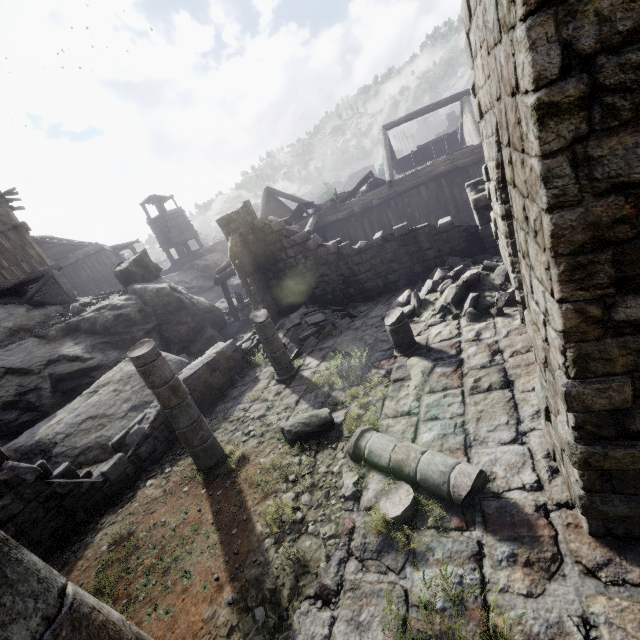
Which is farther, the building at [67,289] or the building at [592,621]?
the building at [67,289]

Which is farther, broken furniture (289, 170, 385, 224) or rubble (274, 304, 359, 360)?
broken furniture (289, 170, 385, 224)

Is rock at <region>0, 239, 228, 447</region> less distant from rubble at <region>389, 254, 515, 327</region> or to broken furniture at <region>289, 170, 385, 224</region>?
broken furniture at <region>289, 170, 385, 224</region>

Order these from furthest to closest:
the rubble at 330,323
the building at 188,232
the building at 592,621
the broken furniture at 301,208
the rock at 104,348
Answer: the building at 188,232 → the broken furniture at 301,208 → the rock at 104,348 → the rubble at 330,323 → the building at 592,621

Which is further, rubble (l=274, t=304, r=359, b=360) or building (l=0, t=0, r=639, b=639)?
rubble (l=274, t=304, r=359, b=360)

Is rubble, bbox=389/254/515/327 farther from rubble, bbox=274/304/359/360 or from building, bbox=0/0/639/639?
rubble, bbox=274/304/359/360

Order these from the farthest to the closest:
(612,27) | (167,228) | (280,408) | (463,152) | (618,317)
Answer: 1. (167,228)
2. (463,152)
3. (280,408)
4. (618,317)
5. (612,27)

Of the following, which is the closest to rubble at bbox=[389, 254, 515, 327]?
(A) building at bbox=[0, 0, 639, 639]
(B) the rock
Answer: (A) building at bbox=[0, 0, 639, 639]
